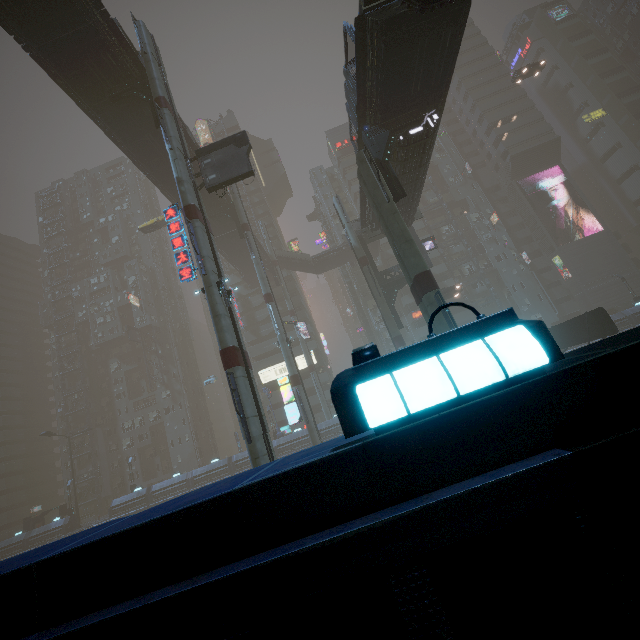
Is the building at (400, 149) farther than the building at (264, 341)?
No

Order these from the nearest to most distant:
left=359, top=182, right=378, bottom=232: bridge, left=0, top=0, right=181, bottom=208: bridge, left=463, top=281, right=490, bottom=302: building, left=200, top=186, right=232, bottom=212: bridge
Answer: left=0, top=0, right=181, bottom=208: bridge < left=359, top=182, right=378, bottom=232: bridge < left=200, top=186, right=232, bottom=212: bridge < left=463, top=281, right=490, bottom=302: building

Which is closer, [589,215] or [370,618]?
[370,618]

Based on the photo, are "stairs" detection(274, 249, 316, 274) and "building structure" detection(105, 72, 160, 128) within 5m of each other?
no

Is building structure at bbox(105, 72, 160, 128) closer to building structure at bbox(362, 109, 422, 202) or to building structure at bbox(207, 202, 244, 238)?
building structure at bbox(362, 109, 422, 202)

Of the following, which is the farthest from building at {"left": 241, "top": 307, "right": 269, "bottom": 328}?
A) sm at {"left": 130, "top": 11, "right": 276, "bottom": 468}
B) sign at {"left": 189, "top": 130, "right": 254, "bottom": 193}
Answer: sign at {"left": 189, "top": 130, "right": 254, "bottom": 193}

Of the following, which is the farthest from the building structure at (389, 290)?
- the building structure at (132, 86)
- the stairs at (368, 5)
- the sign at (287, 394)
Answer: the stairs at (368, 5)

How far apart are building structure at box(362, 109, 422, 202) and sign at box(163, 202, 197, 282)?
11.9m
